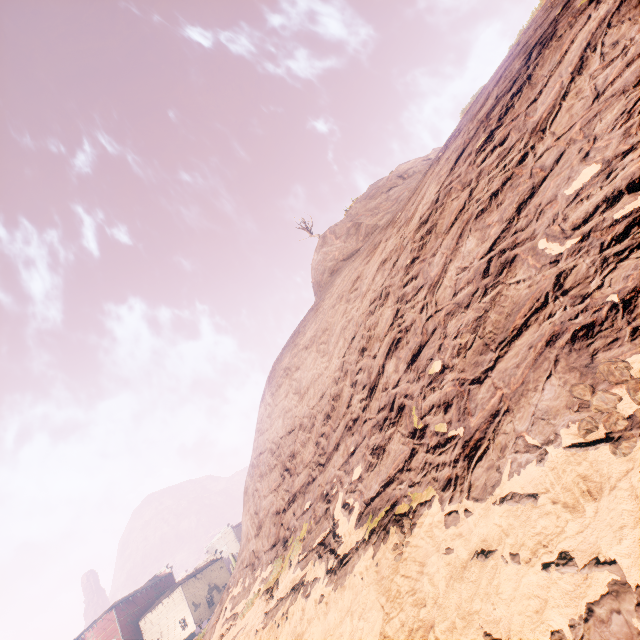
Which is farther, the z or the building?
the building

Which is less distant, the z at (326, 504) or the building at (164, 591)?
the z at (326, 504)

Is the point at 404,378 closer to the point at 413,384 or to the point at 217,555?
the point at 413,384
